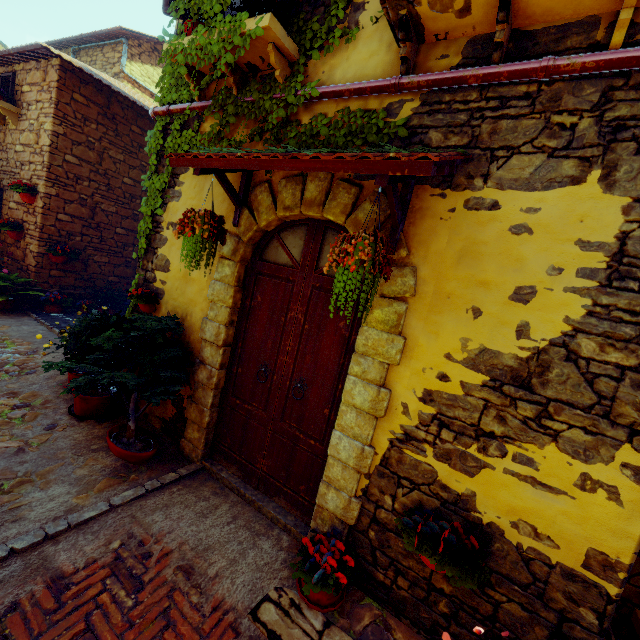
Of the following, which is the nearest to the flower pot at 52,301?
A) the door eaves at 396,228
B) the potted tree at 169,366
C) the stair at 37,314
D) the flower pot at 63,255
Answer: the stair at 37,314

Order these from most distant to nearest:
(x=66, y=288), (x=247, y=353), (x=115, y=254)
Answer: (x=115, y=254)
(x=66, y=288)
(x=247, y=353)

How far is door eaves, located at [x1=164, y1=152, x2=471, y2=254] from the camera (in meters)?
1.83

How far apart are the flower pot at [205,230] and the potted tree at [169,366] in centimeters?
85cm

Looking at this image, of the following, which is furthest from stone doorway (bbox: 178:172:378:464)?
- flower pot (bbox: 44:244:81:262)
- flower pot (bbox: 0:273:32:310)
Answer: flower pot (bbox: 44:244:81:262)

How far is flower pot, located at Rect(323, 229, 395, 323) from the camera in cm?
205

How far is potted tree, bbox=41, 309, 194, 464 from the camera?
3.3 meters

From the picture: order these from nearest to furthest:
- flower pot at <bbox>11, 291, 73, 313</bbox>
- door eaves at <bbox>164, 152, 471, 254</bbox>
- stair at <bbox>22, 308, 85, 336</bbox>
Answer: door eaves at <bbox>164, 152, 471, 254</bbox>, stair at <bbox>22, 308, 85, 336</bbox>, flower pot at <bbox>11, 291, 73, 313</bbox>
